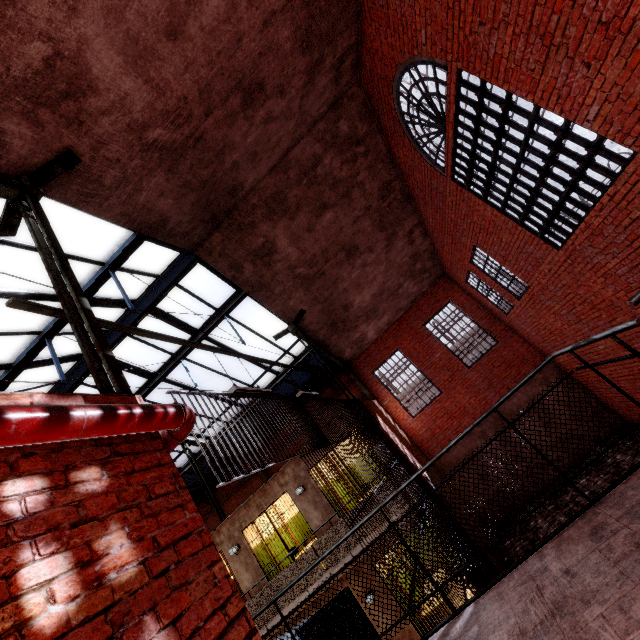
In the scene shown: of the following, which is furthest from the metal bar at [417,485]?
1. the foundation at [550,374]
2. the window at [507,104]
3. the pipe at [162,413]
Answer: the window at [507,104]

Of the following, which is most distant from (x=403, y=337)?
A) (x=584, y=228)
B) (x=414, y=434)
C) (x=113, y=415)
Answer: (x=113, y=415)

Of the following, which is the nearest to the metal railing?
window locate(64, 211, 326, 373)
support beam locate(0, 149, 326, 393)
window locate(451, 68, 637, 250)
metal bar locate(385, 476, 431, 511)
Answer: metal bar locate(385, 476, 431, 511)

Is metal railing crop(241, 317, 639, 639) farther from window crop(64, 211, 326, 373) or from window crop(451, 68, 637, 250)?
window crop(64, 211, 326, 373)

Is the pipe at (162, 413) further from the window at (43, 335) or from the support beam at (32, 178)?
the window at (43, 335)

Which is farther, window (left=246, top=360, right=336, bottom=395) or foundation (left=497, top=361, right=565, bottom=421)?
window (left=246, top=360, right=336, bottom=395)

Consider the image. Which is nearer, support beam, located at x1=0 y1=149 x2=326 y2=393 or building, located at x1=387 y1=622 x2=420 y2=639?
support beam, located at x1=0 y1=149 x2=326 y2=393

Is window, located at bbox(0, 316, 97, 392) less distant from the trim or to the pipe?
the trim
